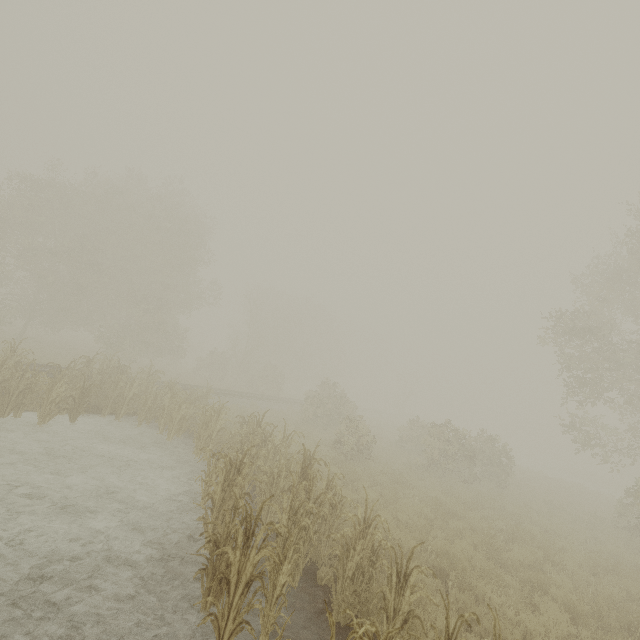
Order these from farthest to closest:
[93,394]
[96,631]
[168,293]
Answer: [168,293] → [93,394] → [96,631]
